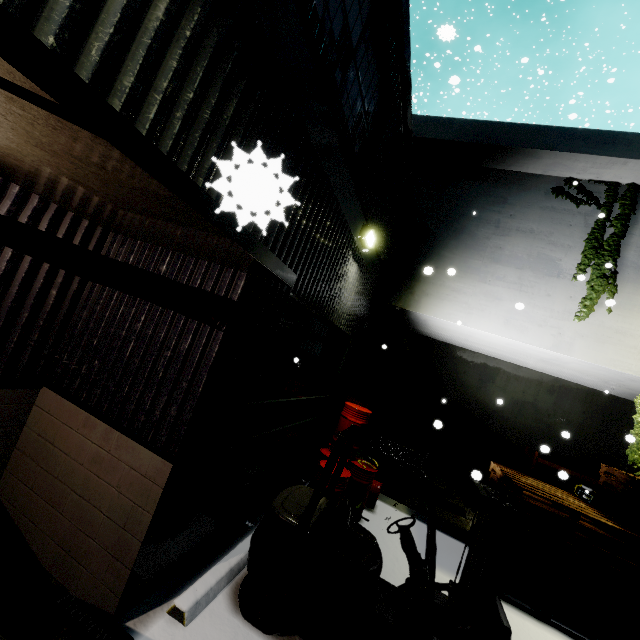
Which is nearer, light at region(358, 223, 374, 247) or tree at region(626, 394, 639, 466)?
light at region(358, 223, 374, 247)

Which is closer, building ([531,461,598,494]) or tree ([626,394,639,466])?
tree ([626,394,639,466])

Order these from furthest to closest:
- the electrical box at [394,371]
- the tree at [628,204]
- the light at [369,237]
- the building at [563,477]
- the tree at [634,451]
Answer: the electrical box at [394,371] → the building at [563,477] → the tree at [628,204] → the tree at [634,451] → the light at [369,237]

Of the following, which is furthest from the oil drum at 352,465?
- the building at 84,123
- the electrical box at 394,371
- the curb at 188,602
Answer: the electrical box at 394,371

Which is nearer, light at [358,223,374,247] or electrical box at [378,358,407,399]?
light at [358,223,374,247]

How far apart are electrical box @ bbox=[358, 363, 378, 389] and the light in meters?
8.0

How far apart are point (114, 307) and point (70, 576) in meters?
2.6

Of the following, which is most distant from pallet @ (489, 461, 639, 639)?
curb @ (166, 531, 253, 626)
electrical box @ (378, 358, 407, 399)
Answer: electrical box @ (378, 358, 407, 399)
